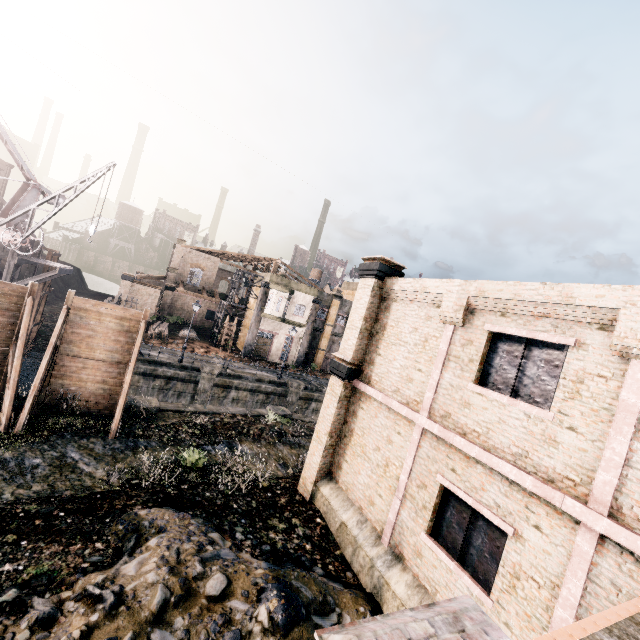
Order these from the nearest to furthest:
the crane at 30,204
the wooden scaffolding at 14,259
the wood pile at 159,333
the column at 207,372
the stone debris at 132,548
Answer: the stone debris at 132,548, the crane at 30,204, the wooden scaffolding at 14,259, the column at 207,372, the wood pile at 159,333

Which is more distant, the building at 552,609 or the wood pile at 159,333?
the wood pile at 159,333

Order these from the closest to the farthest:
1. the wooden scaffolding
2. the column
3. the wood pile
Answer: the wooden scaffolding
the column
the wood pile

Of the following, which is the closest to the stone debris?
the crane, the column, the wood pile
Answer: the crane

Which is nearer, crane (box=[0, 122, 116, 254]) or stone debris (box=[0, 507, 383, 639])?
stone debris (box=[0, 507, 383, 639])

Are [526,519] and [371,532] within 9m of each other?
yes

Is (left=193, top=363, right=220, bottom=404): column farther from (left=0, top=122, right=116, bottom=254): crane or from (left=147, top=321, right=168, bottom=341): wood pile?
(left=0, top=122, right=116, bottom=254): crane

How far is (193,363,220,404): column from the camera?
28.1 meters
